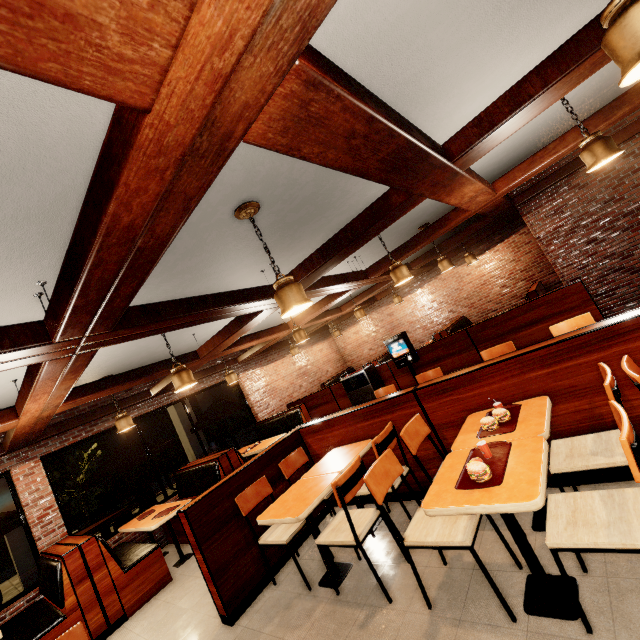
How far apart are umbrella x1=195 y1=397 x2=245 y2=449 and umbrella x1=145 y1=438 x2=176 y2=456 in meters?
1.1

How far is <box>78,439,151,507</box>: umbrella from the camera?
7.08m

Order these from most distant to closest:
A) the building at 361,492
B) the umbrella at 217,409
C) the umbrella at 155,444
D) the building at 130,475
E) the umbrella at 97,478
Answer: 1. the building at 130,475
2. the umbrella at 217,409
3. the umbrella at 155,444
4. the umbrella at 97,478
5. the building at 361,492

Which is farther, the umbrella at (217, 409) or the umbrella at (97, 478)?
the umbrella at (217, 409)

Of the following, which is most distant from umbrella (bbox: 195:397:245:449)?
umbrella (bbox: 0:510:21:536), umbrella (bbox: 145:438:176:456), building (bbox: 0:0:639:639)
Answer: umbrella (bbox: 0:510:21:536)

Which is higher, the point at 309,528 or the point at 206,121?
the point at 206,121

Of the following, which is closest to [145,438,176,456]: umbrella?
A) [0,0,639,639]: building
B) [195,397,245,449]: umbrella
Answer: [0,0,639,639]: building

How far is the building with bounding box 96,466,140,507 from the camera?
17.7m
